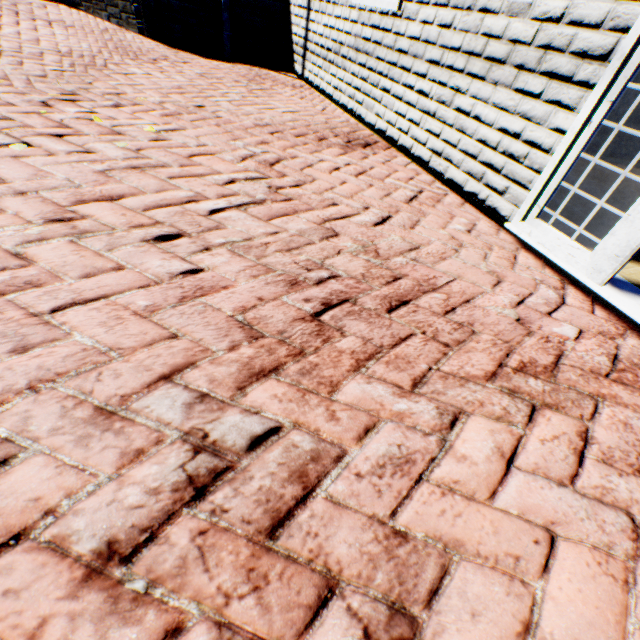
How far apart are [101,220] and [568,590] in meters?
2.3 m
